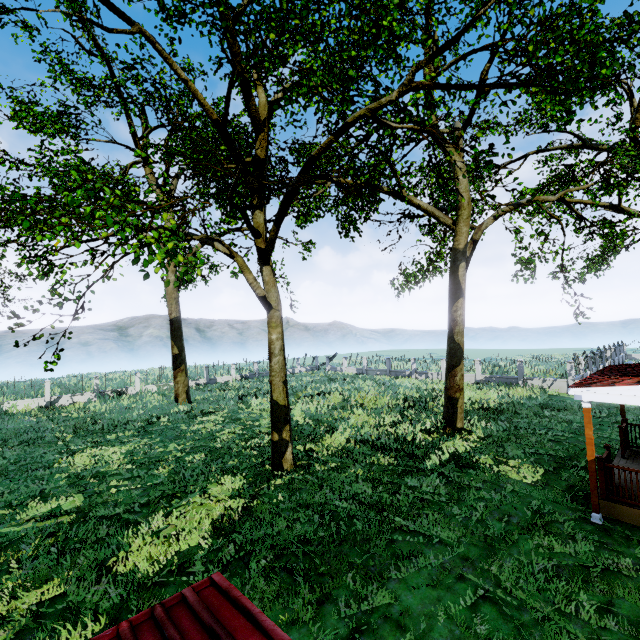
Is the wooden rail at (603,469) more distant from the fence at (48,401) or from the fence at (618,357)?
the fence at (48,401)

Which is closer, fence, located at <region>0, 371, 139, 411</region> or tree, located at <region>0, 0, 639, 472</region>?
tree, located at <region>0, 0, 639, 472</region>

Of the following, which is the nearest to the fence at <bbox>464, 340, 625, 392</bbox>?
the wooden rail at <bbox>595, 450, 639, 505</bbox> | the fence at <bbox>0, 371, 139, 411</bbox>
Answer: the wooden rail at <bbox>595, 450, 639, 505</bbox>

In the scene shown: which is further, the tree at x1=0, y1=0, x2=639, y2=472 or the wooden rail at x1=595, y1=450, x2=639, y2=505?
the tree at x1=0, y1=0, x2=639, y2=472

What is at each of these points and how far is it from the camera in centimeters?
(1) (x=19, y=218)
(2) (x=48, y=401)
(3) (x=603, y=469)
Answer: (1) tree, 671cm
(2) fence, 2558cm
(3) wooden rail, 793cm

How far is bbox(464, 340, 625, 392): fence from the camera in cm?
2298

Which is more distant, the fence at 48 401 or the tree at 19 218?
the fence at 48 401

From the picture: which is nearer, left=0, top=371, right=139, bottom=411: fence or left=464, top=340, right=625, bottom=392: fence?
left=464, top=340, right=625, bottom=392: fence
